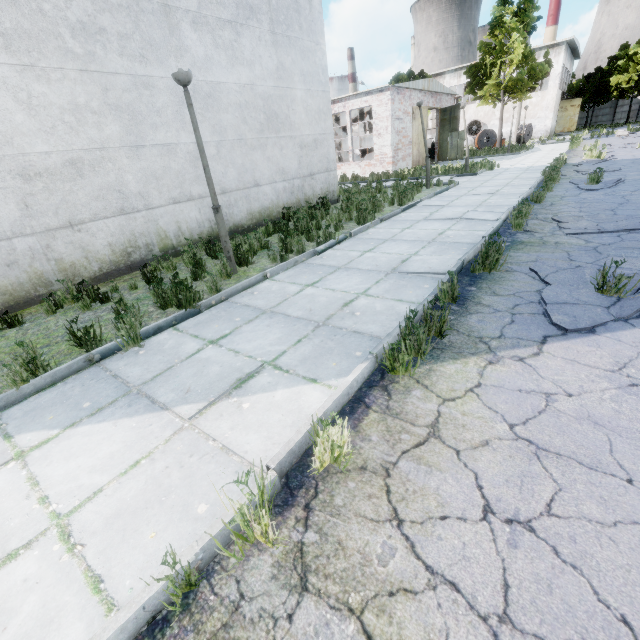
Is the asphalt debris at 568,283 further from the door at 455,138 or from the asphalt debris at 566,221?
the door at 455,138

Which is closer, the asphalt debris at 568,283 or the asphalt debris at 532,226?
the asphalt debris at 568,283

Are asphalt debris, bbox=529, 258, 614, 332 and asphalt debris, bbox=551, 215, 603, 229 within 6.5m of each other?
yes

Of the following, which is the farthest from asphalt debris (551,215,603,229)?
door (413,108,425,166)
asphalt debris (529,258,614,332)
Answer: door (413,108,425,166)

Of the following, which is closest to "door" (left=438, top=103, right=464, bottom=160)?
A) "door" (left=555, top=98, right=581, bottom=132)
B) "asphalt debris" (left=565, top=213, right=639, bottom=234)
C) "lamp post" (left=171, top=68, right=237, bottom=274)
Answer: "asphalt debris" (left=565, top=213, right=639, bottom=234)

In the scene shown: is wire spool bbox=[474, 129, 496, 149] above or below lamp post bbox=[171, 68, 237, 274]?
below

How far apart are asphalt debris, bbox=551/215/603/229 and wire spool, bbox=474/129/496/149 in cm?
3560

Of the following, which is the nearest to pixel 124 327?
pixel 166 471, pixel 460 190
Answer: pixel 166 471
